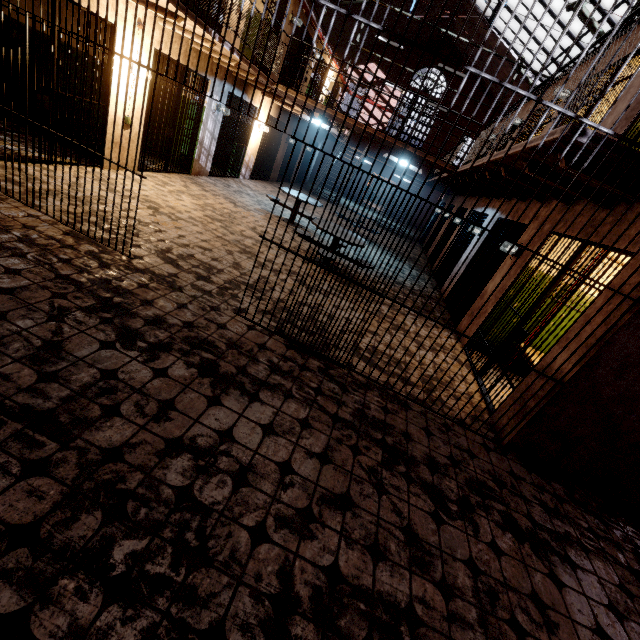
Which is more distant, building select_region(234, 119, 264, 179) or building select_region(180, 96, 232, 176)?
building select_region(234, 119, 264, 179)

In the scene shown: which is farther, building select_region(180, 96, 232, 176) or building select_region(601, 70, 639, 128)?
building select_region(180, 96, 232, 176)

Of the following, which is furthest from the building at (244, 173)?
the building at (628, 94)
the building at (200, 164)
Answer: the building at (628, 94)

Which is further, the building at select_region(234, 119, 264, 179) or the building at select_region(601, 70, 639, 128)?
the building at select_region(234, 119, 264, 179)

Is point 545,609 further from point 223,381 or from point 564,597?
point 223,381

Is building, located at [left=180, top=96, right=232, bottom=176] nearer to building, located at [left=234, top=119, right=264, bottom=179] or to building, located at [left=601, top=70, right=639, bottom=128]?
building, located at [left=234, top=119, right=264, bottom=179]

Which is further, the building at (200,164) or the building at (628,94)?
the building at (200,164)
